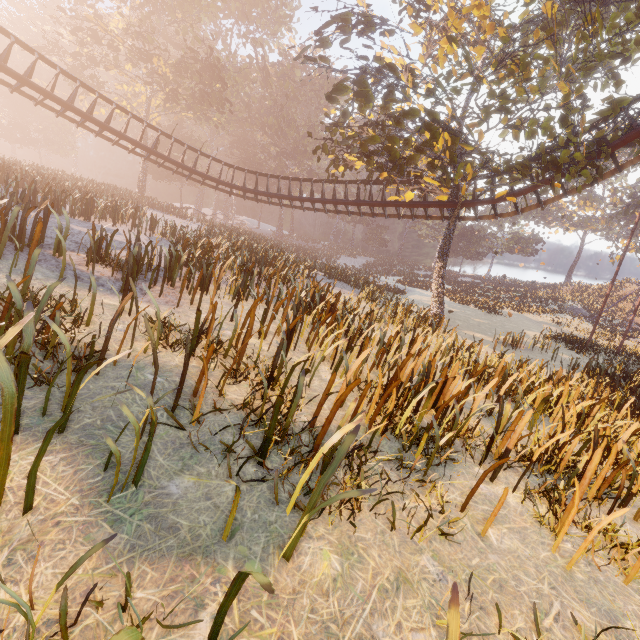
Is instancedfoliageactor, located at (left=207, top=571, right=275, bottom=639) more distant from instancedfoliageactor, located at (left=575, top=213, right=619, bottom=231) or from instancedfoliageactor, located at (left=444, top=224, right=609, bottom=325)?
instancedfoliageactor, located at (left=575, top=213, right=619, bottom=231)

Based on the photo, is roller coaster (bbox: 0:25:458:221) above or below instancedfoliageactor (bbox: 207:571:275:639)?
above

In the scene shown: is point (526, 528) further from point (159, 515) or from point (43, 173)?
point (43, 173)

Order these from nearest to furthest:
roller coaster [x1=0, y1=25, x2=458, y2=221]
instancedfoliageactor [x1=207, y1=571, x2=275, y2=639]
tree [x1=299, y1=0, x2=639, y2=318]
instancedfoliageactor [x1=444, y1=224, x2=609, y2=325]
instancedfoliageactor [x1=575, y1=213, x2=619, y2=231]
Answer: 1. instancedfoliageactor [x1=207, y1=571, x2=275, y2=639]
2. tree [x1=299, y1=0, x2=639, y2=318]
3. roller coaster [x1=0, y1=25, x2=458, y2=221]
4. instancedfoliageactor [x1=444, y1=224, x2=609, y2=325]
5. instancedfoliageactor [x1=575, y1=213, x2=619, y2=231]

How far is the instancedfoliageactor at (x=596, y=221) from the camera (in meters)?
55.87

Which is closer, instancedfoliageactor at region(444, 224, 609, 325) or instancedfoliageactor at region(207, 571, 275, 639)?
instancedfoliageactor at region(207, 571, 275, 639)

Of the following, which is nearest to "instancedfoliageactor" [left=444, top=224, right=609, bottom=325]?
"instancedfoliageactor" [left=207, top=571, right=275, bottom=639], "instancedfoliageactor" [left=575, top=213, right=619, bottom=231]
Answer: "instancedfoliageactor" [left=575, top=213, right=619, bottom=231]

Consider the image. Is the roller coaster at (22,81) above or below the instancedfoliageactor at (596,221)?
below
